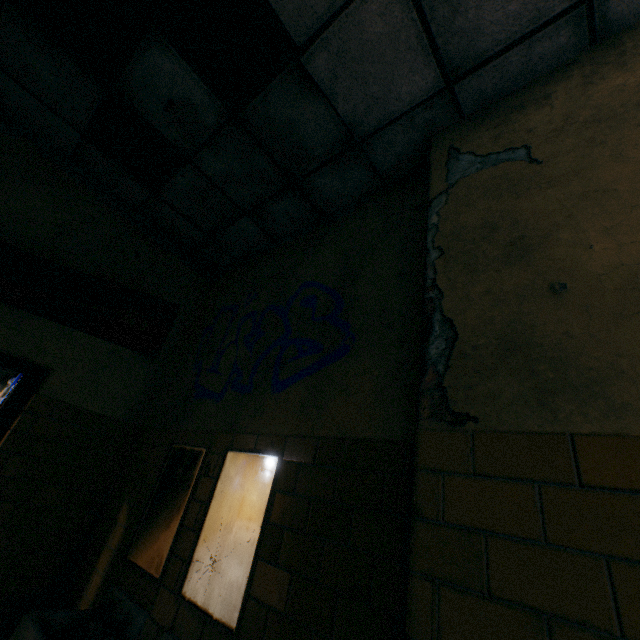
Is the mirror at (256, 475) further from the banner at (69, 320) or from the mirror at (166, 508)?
the banner at (69, 320)

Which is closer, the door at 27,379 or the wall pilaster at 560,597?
the wall pilaster at 560,597

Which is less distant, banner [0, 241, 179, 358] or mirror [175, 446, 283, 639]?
mirror [175, 446, 283, 639]

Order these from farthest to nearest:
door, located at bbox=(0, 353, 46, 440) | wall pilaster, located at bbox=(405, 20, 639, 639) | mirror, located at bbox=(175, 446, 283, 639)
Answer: door, located at bbox=(0, 353, 46, 440) < mirror, located at bbox=(175, 446, 283, 639) < wall pilaster, located at bbox=(405, 20, 639, 639)

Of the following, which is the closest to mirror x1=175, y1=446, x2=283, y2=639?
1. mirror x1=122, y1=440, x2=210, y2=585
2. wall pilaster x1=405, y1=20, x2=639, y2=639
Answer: mirror x1=122, y1=440, x2=210, y2=585

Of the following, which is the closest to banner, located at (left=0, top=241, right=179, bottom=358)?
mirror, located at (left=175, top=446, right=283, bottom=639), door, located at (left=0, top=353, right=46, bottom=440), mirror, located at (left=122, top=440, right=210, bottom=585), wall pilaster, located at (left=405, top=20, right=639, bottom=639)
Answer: door, located at (left=0, top=353, right=46, bottom=440)

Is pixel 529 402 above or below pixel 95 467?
above

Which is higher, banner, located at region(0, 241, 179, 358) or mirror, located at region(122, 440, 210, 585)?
banner, located at region(0, 241, 179, 358)
